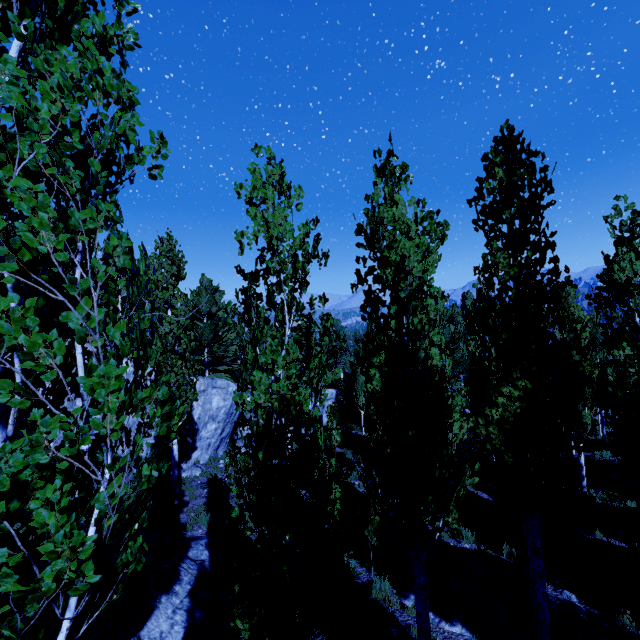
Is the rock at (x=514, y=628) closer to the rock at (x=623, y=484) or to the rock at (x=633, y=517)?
the rock at (x=633, y=517)

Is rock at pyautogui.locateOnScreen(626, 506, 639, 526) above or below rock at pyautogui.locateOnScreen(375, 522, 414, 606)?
below

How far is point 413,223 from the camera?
5.5 meters

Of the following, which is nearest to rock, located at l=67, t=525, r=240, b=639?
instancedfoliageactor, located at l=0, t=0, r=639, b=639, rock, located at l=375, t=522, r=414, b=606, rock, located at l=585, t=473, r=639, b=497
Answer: instancedfoliageactor, located at l=0, t=0, r=639, b=639

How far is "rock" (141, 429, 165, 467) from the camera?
16.74m

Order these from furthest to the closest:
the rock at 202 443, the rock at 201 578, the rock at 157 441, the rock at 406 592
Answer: the rock at 202 443 < the rock at 157 441 < the rock at 406 592 < the rock at 201 578

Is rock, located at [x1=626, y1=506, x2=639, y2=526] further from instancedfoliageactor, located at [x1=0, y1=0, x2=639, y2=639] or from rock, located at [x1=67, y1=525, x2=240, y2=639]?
rock, located at [x1=67, y1=525, x2=240, y2=639]

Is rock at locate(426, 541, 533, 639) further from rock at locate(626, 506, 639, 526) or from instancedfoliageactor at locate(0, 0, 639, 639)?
rock at locate(626, 506, 639, 526)
